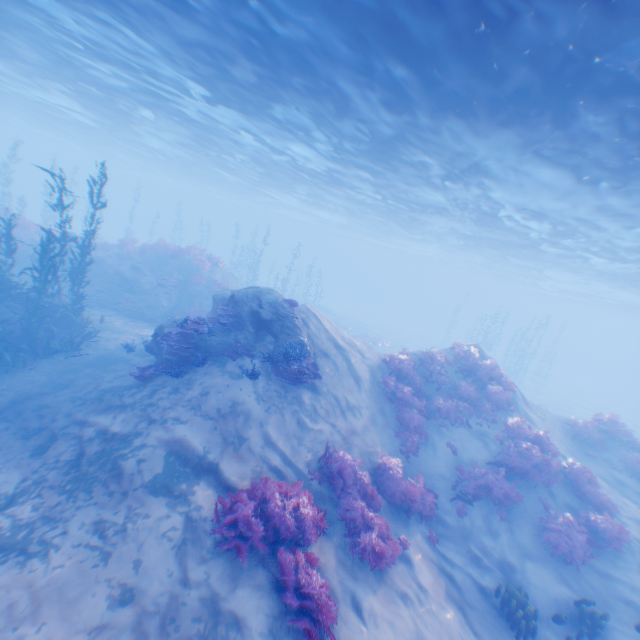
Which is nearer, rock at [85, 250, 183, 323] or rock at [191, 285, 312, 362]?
rock at [191, 285, 312, 362]

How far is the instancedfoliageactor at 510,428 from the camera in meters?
9.8 m

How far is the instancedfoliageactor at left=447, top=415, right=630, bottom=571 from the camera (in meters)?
9.82

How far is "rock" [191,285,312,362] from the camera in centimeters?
1123cm

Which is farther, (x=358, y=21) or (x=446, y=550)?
(x=446, y=550)

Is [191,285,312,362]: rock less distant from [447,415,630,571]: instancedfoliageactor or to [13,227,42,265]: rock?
[13,227,42,265]: rock

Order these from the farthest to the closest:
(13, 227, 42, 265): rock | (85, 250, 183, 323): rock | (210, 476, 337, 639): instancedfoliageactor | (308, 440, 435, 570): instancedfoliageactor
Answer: (13, 227, 42, 265): rock
(85, 250, 183, 323): rock
(308, 440, 435, 570): instancedfoliageactor
(210, 476, 337, 639): instancedfoliageactor

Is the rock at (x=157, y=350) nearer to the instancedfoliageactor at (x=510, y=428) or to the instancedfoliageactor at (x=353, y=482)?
the instancedfoliageactor at (x=353, y=482)
